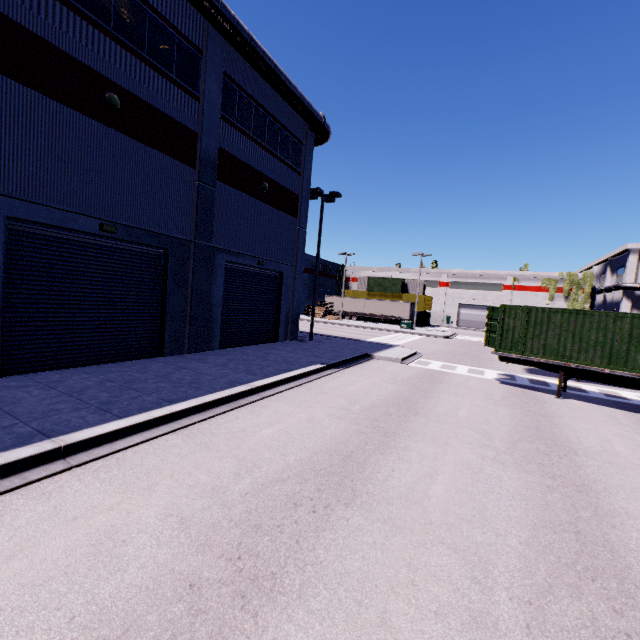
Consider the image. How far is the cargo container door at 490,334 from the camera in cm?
1450

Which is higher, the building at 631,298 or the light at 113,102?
the light at 113,102

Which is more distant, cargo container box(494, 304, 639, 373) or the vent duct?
the vent duct

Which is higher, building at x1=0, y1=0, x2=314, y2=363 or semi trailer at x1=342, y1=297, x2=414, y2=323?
building at x1=0, y1=0, x2=314, y2=363

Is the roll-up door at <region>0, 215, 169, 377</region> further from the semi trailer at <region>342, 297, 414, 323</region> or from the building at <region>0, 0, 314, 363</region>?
the semi trailer at <region>342, 297, 414, 323</region>

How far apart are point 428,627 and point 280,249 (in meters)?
18.17

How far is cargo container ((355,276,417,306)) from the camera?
55.7 meters

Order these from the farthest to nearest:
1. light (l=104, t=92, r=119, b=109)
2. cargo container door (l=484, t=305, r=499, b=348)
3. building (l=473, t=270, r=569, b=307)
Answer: building (l=473, t=270, r=569, b=307) → cargo container door (l=484, t=305, r=499, b=348) → light (l=104, t=92, r=119, b=109)
